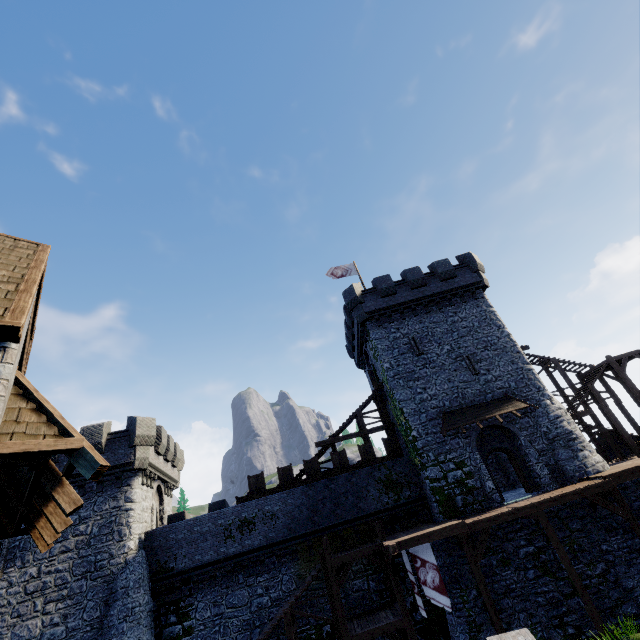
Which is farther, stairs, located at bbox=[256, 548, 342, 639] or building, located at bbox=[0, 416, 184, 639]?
Result: building, located at bbox=[0, 416, 184, 639]

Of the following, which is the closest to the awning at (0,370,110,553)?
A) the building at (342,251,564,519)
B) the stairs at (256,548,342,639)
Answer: the stairs at (256,548,342,639)

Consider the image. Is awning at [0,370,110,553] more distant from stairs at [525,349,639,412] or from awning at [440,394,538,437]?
stairs at [525,349,639,412]

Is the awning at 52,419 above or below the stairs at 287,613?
above

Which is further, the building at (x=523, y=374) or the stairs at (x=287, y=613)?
the building at (x=523, y=374)

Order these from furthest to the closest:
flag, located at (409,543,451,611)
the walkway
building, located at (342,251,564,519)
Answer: building, located at (342,251,564,519) < the walkway < flag, located at (409,543,451,611)

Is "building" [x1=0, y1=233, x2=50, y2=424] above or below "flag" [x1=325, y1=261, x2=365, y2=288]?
below

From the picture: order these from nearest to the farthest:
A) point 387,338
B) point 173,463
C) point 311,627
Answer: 1. point 311,627
2. point 387,338
3. point 173,463
